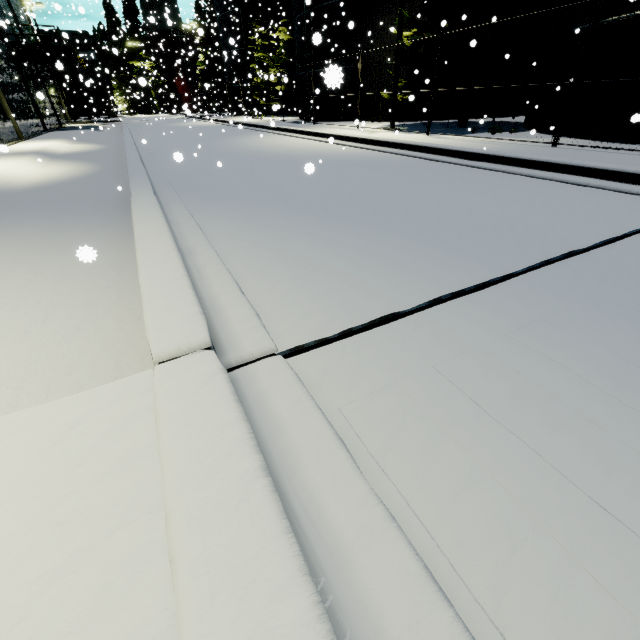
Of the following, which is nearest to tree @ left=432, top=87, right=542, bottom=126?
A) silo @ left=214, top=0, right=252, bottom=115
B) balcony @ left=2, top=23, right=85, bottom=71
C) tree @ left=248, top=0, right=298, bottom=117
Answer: silo @ left=214, top=0, right=252, bottom=115

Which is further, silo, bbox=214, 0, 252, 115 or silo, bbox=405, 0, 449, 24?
silo, bbox=214, 0, 252, 115

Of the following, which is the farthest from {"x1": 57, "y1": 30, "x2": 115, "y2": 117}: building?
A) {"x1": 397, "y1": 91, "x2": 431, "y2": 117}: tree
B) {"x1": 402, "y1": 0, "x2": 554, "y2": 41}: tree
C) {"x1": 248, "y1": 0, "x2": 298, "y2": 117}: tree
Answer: {"x1": 248, "y1": 0, "x2": 298, "y2": 117}: tree

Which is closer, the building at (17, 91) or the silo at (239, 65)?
the building at (17, 91)

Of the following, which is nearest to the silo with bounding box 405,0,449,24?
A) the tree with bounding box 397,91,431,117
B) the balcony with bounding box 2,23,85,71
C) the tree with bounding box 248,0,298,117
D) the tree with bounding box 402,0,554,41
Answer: the tree with bounding box 402,0,554,41

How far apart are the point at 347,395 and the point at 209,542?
1.0 meters

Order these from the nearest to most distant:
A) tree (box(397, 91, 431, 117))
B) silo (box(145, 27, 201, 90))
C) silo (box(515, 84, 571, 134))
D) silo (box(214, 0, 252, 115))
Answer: silo (box(515, 84, 571, 134)), tree (box(397, 91, 431, 117)), silo (box(214, 0, 252, 115)), silo (box(145, 27, 201, 90))

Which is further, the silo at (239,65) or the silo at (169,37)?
the silo at (169,37)
